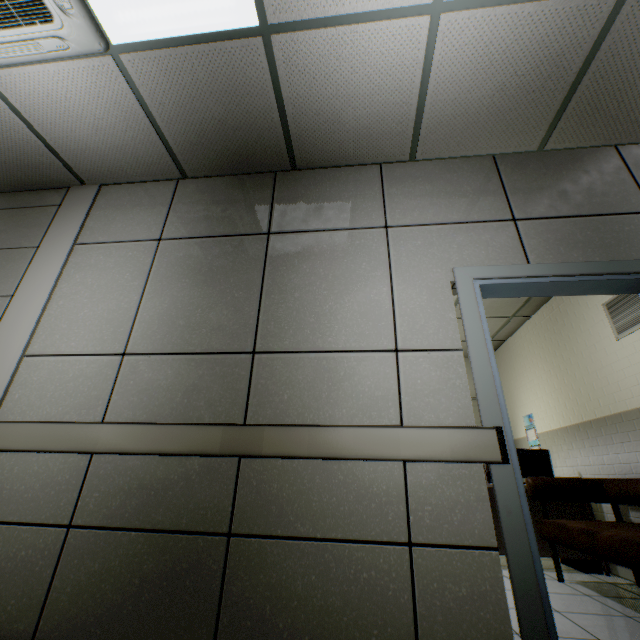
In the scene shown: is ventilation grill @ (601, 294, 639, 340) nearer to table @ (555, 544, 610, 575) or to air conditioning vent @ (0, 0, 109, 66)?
table @ (555, 544, 610, 575)

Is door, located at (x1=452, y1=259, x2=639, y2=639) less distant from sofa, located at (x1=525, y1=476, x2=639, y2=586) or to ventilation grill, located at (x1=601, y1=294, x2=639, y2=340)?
sofa, located at (x1=525, y1=476, x2=639, y2=586)

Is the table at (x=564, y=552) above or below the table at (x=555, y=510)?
below

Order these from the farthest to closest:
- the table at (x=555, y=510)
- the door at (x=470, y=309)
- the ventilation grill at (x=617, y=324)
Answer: →
1. the table at (x=555, y=510)
2. the ventilation grill at (x=617, y=324)
3. the door at (x=470, y=309)

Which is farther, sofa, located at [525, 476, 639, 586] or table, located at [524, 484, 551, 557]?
table, located at [524, 484, 551, 557]

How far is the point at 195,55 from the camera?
2.1m

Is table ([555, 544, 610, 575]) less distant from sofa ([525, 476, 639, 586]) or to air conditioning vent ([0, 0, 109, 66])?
sofa ([525, 476, 639, 586])

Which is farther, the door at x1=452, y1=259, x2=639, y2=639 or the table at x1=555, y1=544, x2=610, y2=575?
the table at x1=555, y1=544, x2=610, y2=575
